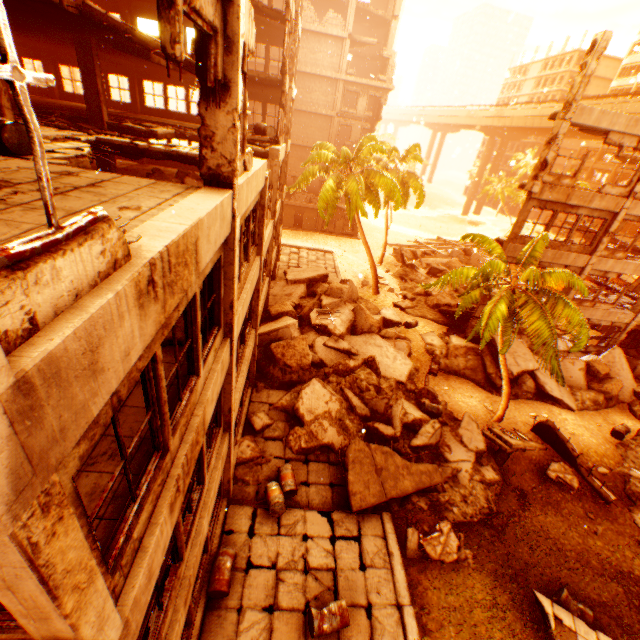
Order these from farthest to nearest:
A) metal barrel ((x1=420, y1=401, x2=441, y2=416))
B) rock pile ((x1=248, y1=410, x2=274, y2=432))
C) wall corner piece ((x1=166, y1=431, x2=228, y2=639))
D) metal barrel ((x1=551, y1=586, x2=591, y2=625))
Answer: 1. metal barrel ((x1=420, y1=401, x2=441, y2=416))
2. rock pile ((x1=248, y1=410, x2=274, y2=432))
3. metal barrel ((x1=551, y1=586, x2=591, y2=625))
4. wall corner piece ((x1=166, y1=431, x2=228, y2=639))

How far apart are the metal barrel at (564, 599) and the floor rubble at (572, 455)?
3.08m

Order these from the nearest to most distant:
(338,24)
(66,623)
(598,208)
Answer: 1. (66,623)
2. (598,208)
3. (338,24)

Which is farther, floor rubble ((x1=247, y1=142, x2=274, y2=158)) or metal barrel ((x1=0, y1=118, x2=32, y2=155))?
floor rubble ((x1=247, y1=142, x2=274, y2=158))

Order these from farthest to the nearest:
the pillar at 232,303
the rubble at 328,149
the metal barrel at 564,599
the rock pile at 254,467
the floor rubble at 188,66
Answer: the rubble at 328,149, the rock pile at 254,467, the floor rubble at 188,66, the metal barrel at 564,599, the pillar at 232,303

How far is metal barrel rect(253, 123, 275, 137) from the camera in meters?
14.4 m

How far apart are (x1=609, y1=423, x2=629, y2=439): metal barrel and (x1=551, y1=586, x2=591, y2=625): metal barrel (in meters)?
8.55

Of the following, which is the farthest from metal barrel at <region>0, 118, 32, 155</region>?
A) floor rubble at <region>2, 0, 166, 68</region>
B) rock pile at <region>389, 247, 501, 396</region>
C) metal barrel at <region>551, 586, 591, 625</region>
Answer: metal barrel at <region>551, 586, 591, 625</region>
